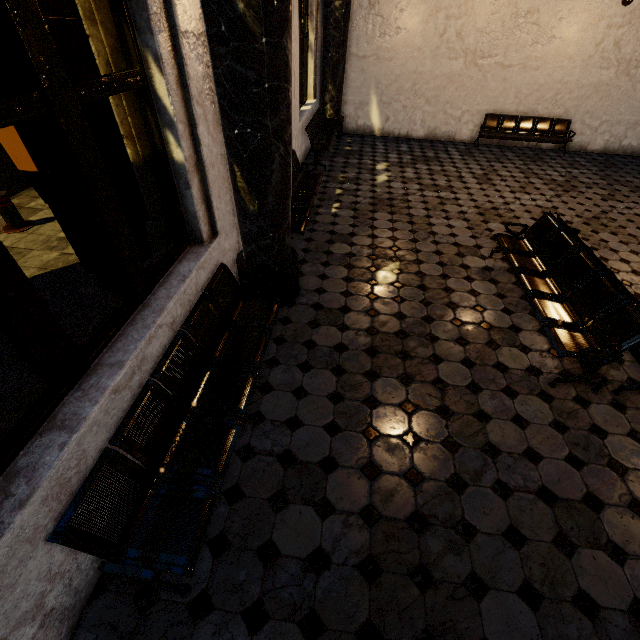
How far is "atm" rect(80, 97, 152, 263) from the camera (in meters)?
2.77

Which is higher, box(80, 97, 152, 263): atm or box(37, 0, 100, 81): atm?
box(37, 0, 100, 81): atm

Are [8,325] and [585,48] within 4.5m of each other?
no

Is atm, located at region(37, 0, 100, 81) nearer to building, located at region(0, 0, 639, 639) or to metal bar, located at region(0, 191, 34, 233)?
building, located at region(0, 0, 639, 639)

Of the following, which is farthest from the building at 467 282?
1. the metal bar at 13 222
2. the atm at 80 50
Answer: the metal bar at 13 222

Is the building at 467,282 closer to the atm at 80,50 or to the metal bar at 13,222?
the atm at 80,50
